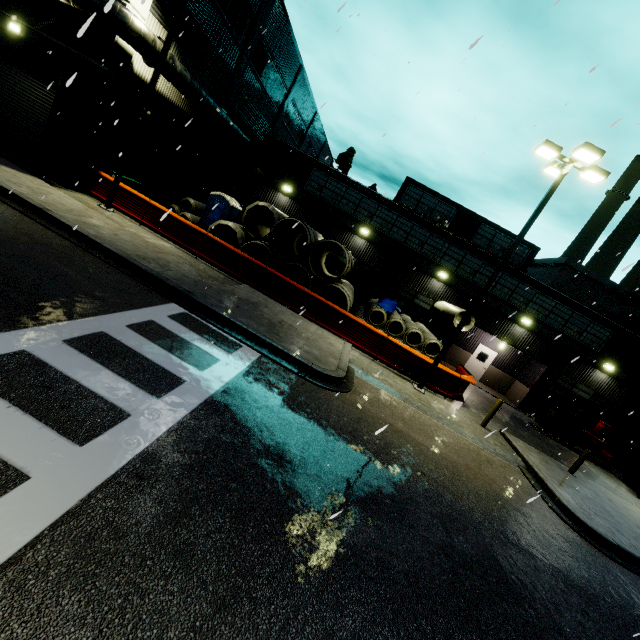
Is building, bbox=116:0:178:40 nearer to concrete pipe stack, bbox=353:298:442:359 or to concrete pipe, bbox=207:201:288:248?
concrete pipe stack, bbox=353:298:442:359

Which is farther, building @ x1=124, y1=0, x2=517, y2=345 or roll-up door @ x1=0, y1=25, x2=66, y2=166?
building @ x1=124, y1=0, x2=517, y2=345

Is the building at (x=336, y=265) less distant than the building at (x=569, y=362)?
No

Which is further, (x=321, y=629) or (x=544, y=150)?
(x=544, y=150)

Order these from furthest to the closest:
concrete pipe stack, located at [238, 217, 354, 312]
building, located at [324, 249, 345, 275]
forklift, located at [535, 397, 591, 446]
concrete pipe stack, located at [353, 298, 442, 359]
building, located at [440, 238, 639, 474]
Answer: building, located at [324, 249, 345, 275], building, located at [440, 238, 639, 474], forklift, located at [535, 397, 591, 446], concrete pipe stack, located at [353, 298, 442, 359], concrete pipe stack, located at [238, 217, 354, 312]

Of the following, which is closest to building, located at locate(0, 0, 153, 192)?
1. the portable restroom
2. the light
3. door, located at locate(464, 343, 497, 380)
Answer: door, located at locate(464, 343, 497, 380)

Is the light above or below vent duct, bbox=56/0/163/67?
above

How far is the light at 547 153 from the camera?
10.5 meters
